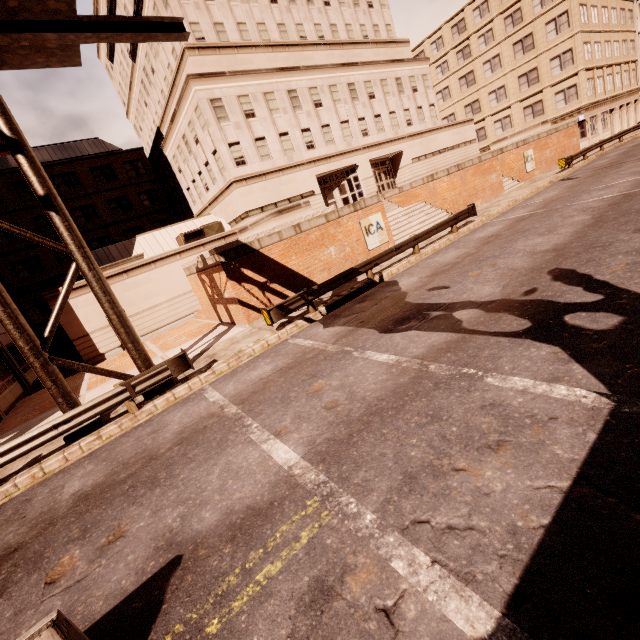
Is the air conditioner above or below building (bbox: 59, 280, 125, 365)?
above

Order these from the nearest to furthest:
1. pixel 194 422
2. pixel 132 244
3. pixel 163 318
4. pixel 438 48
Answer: pixel 194 422, pixel 163 318, pixel 132 244, pixel 438 48

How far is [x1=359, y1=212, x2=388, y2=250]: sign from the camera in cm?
1808

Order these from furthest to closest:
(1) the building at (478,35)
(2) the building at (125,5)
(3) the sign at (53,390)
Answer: (2) the building at (125,5)
(1) the building at (478,35)
(3) the sign at (53,390)

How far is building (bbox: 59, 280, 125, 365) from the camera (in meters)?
19.28

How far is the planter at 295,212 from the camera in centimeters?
1623cm

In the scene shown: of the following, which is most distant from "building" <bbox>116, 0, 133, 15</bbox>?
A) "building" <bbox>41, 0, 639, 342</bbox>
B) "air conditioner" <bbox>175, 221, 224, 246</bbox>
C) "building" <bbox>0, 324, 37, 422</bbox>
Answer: "building" <bbox>0, 324, 37, 422</bbox>

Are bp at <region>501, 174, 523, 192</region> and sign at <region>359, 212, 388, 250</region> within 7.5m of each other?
no
